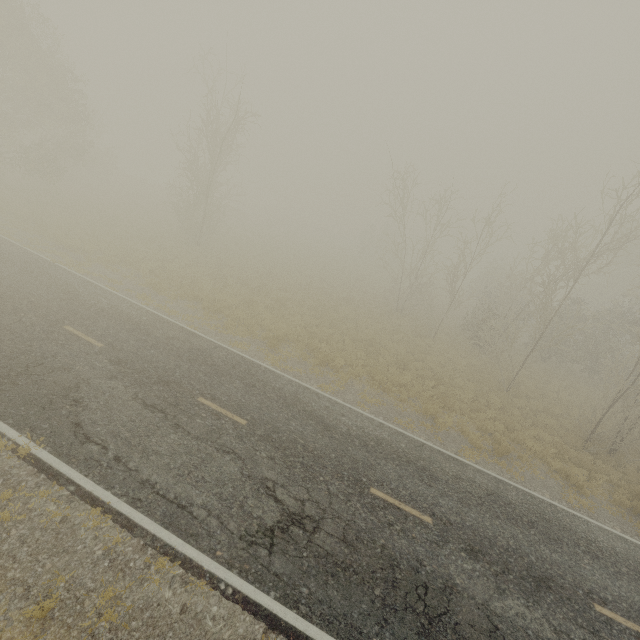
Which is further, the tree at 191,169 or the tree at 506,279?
the tree at 191,169

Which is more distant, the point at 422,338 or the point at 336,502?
the point at 422,338

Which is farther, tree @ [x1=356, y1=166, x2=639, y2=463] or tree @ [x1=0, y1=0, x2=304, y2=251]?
tree @ [x1=0, y1=0, x2=304, y2=251]
